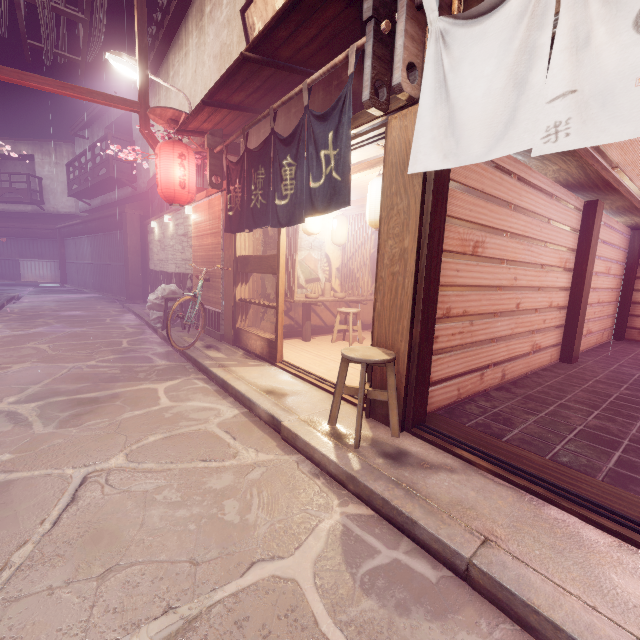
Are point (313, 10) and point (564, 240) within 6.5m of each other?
no

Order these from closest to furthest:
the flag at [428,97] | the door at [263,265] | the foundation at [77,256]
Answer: the flag at [428,97], the door at [263,265], the foundation at [77,256]

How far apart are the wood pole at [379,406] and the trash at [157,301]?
11.0 meters

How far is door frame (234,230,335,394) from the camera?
7.52m

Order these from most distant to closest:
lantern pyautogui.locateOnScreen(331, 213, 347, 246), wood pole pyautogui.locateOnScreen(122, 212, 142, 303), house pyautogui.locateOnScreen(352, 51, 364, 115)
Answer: wood pole pyautogui.locateOnScreen(122, 212, 142, 303), lantern pyautogui.locateOnScreen(331, 213, 347, 246), house pyautogui.locateOnScreen(352, 51, 364, 115)

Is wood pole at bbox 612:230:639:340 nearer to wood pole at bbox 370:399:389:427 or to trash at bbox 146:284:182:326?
wood pole at bbox 370:399:389:427

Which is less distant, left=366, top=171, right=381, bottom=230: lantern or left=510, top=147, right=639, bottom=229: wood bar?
left=510, top=147, right=639, bottom=229: wood bar

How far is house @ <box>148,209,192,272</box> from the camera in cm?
1430
